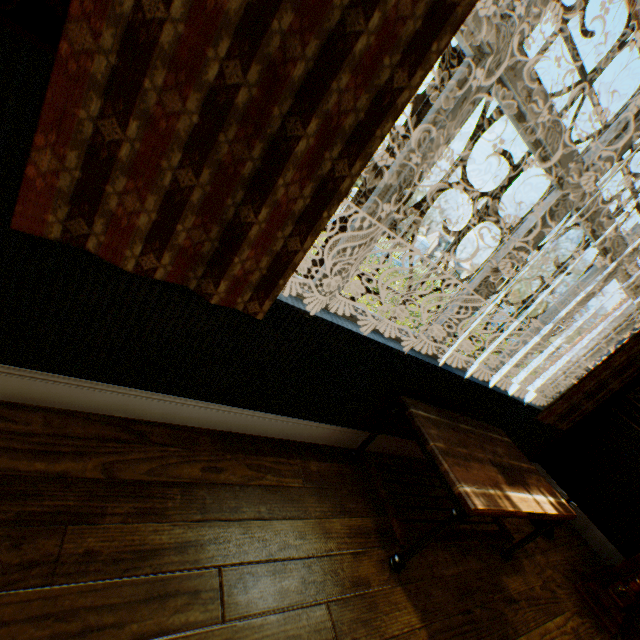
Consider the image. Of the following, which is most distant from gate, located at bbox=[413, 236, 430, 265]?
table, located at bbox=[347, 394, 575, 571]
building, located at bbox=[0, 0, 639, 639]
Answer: table, located at bbox=[347, 394, 575, 571]

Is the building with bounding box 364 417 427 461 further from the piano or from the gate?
the gate

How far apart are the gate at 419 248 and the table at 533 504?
17.8 meters

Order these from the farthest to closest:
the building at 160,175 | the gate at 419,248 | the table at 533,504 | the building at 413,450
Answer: the gate at 419,248, the building at 413,450, the table at 533,504, the building at 160,175

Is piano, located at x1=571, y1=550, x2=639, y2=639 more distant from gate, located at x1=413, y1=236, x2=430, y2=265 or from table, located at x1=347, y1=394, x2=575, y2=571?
gate, located at x1=413, y1=236, x2=430, y2=265

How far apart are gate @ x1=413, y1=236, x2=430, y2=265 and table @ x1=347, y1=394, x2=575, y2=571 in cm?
1781

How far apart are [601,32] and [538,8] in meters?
68.7 m
